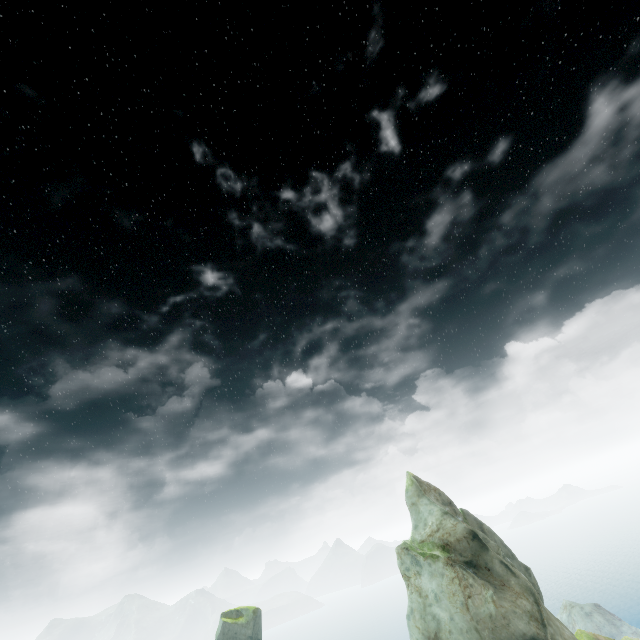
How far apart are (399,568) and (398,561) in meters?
0.6 m
